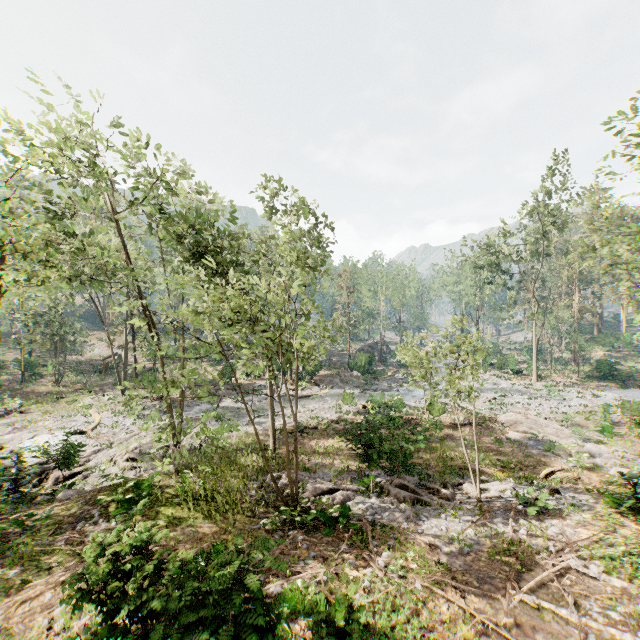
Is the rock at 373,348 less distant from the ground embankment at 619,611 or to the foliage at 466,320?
the foliage at 466,320

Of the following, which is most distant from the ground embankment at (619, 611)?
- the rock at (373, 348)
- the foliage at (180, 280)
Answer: the rock at (373, 348)

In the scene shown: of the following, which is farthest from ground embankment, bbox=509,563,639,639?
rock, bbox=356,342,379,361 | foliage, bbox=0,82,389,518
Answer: rock, bbox=356,342,379,361

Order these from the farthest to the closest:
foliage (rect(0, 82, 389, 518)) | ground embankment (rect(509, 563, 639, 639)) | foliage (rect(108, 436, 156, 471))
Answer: foliage (rect(108, 436, 156, 471)), foliage (rect(0, 82, 389, 518)), ground embankment (rect(509, 563, 639, 639))

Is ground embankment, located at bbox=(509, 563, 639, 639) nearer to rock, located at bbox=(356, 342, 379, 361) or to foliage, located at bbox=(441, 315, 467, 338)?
foliage, located at bbox=(441, 315, 467, 338)

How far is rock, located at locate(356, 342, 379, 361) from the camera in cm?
4419

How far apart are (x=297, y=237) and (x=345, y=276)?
32.3 meters
